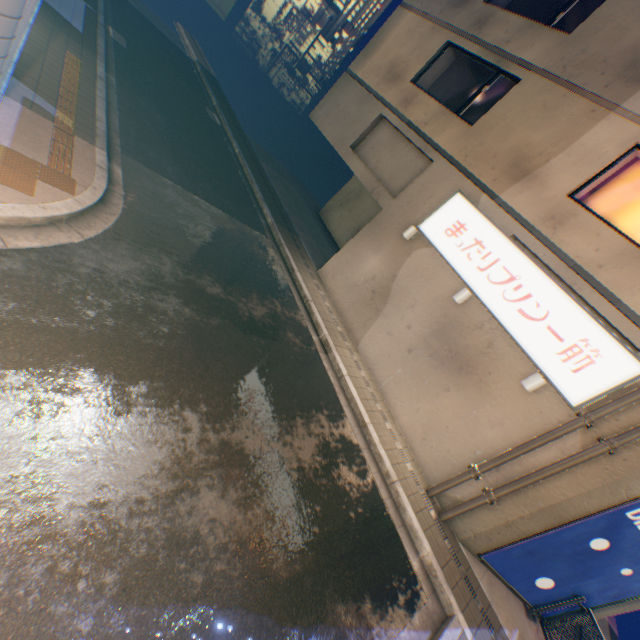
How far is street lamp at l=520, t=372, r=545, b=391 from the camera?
6.95m

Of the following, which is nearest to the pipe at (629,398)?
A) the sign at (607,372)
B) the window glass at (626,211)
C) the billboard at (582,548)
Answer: the sign at (607,372)

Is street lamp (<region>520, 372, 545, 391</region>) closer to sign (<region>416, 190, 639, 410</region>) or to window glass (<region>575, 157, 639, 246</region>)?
sign (<region>416, 190, 639, 410</region>)

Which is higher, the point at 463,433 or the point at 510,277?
the point at 510,277

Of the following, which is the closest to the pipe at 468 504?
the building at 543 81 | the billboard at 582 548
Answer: the building at 543 81

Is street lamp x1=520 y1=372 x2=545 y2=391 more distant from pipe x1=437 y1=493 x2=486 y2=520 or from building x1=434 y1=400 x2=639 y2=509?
pipe x1=437 y1=493 x2=486 y2=520

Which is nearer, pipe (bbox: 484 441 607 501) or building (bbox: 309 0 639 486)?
pipe (bbox: 484 441 607 501)

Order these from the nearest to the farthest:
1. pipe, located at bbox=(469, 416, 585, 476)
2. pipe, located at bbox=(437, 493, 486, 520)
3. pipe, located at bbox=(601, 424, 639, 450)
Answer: pipe, located at bbox=(601, 424, 639, 450)
pipe, located at bbox=(469, 416, 585, 476)
pipe, located at bbox=(437, 493, 486, 520)
